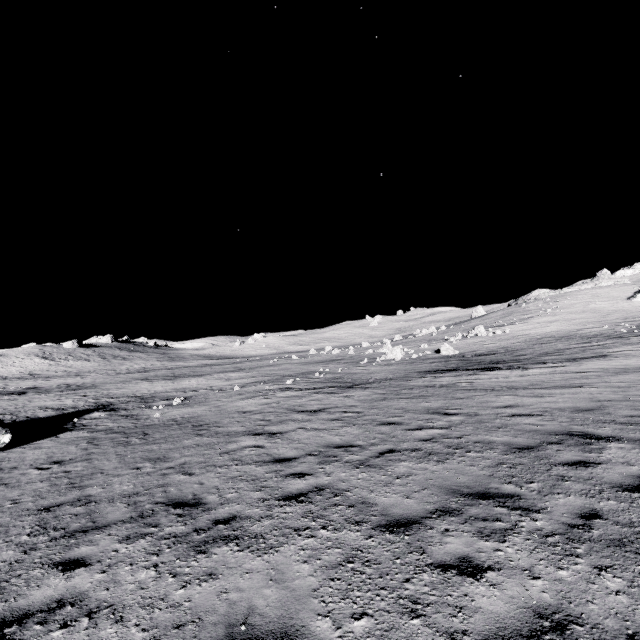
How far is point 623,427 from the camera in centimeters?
798cm
